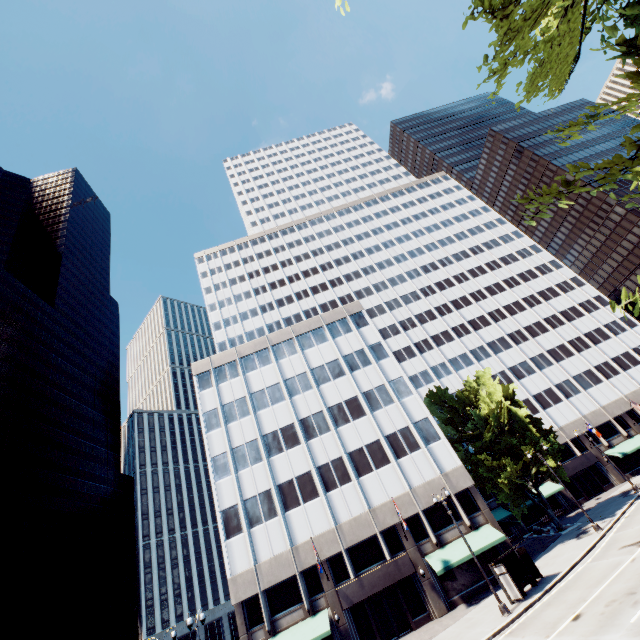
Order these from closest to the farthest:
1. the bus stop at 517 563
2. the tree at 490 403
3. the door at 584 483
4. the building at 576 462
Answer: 1. the bus stop at 517 563
2. the building at 576 462
3. the tree at 490 403
4. the door at 584 483

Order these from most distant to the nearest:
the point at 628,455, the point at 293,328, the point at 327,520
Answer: the point at 628,455, the point at 293,328, the point at 327,520

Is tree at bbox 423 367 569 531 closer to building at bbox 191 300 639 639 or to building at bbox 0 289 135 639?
building at bbox 191 300 639 639

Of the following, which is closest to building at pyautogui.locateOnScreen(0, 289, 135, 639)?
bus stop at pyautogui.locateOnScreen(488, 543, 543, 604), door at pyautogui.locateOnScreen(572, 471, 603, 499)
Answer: bus stop at pyautogui.locateOnScreen(488, 543, 543, 604)

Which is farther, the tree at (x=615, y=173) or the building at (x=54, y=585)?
the building at (x=54, y=585)

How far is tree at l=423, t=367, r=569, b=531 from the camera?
33.50m

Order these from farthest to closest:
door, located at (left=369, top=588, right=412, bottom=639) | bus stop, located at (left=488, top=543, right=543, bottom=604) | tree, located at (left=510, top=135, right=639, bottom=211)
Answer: door, located at (left=369, top=588, right=412, bottom=639), bus stop, located at (left=488, top=543, right=543, bottom=604), tree, located at (left=510, top=135, right=639, bottom=211)
